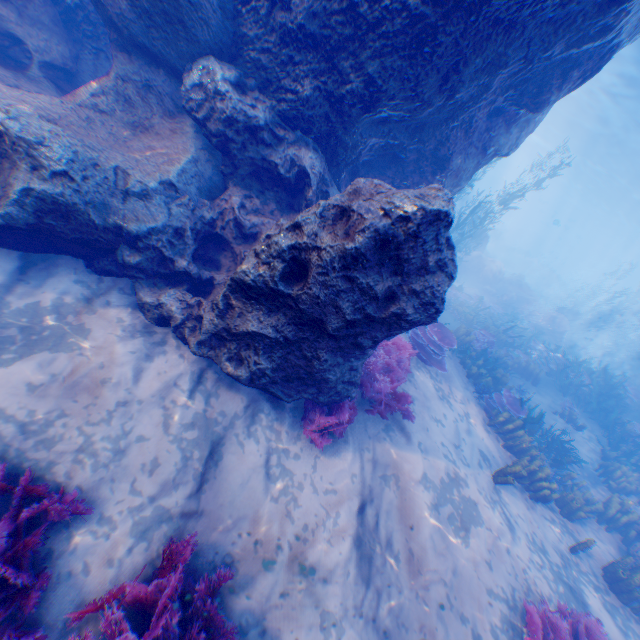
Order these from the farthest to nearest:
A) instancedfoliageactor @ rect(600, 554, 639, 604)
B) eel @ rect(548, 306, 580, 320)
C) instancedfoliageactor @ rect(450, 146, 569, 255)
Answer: eel @ rect(548, 306, 580, 320)
instancedfoliageactor @ rect(450, 146, 569, 255)
instancedfoliageactor @ rect(600, 554, 639, 604)

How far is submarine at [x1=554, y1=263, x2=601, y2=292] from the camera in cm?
5619

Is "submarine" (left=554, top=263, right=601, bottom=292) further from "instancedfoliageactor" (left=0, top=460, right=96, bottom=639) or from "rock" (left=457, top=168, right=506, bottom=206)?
"instancedfoliageactor" (left=0, top=460, right=96, bottom=639)

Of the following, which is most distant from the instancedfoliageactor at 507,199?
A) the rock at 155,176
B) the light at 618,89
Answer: the light at 618,89

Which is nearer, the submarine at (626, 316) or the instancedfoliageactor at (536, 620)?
the instancedfoliageactor at (536, 620)

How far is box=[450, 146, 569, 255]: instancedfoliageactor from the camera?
15.2 meters

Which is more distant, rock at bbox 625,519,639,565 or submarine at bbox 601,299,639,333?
submarine at bbox 601,299,639,333

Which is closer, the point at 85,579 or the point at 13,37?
the point at 85,579
